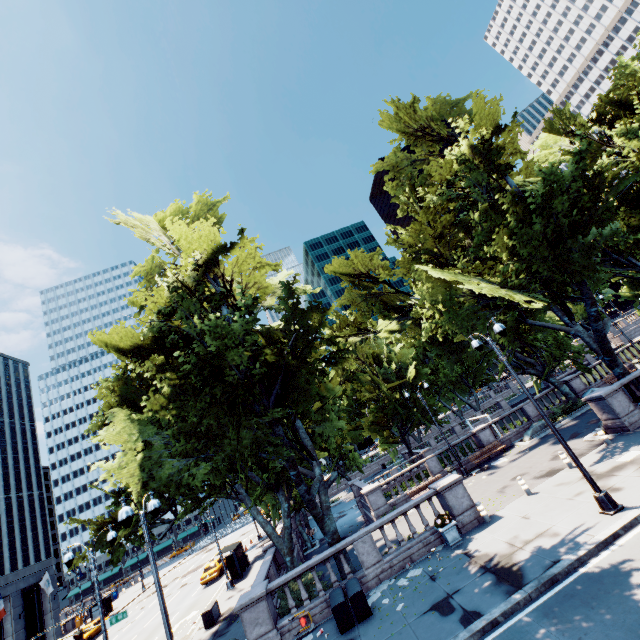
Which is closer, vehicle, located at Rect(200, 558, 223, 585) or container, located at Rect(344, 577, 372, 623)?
container, located at Rect(344, 577, 372, 623)

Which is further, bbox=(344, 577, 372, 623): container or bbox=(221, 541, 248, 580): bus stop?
bbox=(221, 541, 248, 580): bus stop

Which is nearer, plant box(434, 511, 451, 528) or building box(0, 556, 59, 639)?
plant box(434, 511, 451, 528)

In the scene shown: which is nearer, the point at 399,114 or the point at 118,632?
the point at 399,114

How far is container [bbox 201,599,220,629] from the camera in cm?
1962

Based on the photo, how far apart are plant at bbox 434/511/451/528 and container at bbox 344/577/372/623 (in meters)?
4.05

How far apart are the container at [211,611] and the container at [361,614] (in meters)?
11.45

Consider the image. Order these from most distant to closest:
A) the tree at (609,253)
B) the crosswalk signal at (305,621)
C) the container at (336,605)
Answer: the tree at (609,253), the container at (336,605), the crosswalk signal at (305,621)
